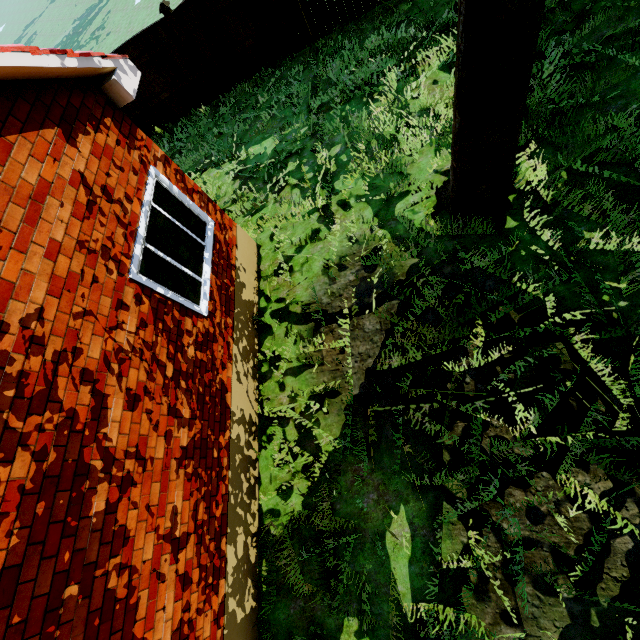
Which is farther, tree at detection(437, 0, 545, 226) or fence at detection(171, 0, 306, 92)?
fence at detection(171, 0, 306, 92)

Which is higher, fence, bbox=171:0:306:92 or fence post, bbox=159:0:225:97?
fence post, bbox=159:0:225:97

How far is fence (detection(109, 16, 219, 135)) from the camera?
9.2m

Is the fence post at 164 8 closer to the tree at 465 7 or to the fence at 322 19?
the fence at 322 19

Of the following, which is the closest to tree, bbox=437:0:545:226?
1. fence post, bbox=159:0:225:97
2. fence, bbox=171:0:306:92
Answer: fence, bbox=171:0:306:92

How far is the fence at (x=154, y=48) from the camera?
9.2 meters

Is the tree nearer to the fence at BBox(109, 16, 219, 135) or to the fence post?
the fence at BBox(109, 16, 219, 135)

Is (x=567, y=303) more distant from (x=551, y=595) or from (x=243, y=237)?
(x=243, y=237)
